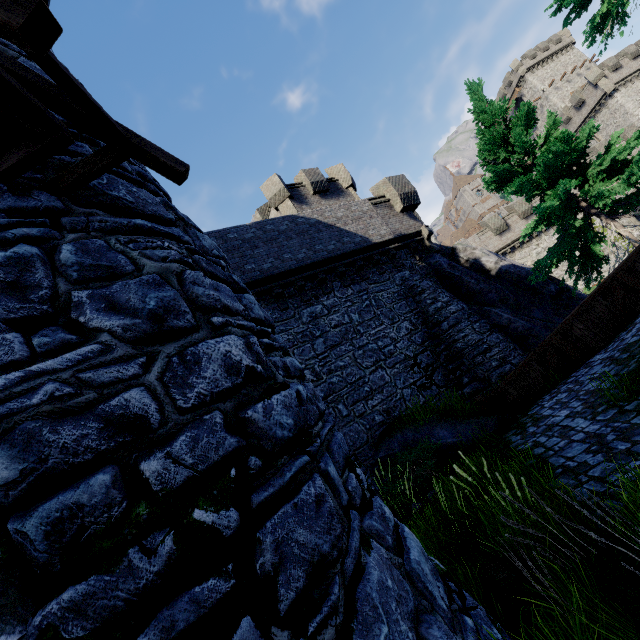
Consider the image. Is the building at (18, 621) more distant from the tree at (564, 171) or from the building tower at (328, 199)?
the tree at (564, 171)

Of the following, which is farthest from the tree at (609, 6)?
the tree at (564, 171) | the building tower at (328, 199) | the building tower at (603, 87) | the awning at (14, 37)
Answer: the building tower at (603, 87)

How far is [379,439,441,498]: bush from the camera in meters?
8.0 m

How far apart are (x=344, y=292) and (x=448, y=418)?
6.03m

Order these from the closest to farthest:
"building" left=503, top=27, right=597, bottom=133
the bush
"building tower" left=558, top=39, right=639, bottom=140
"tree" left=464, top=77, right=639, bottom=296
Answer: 1. the bush
2. "tree" left=464, top=77, right=639, bottom=296
3. "building tower" left=558, top=39, right=639, bottom=140
4. "building" left=503, top=27, right=597, bottom=133

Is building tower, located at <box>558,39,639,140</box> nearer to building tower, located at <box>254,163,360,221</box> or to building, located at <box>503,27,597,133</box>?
building, located at <box>503,27,597,133</box>

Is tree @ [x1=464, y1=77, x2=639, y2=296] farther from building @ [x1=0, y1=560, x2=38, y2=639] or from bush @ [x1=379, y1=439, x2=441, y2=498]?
building @ [x1=0, y1=560, x2=38, y2=639]

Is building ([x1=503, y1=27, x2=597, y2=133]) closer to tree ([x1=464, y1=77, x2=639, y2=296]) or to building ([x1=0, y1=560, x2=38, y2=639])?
tree ([x1=464, y1=77, x2=639, y2=296])
